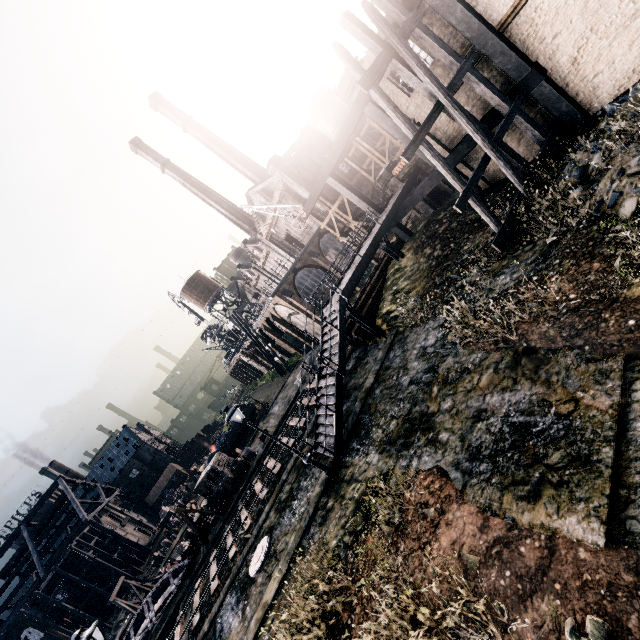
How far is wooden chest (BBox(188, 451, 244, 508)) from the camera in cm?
3130

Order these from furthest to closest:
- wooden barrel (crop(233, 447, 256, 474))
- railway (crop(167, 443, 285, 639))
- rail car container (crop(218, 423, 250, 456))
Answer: rail car container (crop(218, 423, 250, 456)), wooden barrel (crop(233, 447, 256, 474)), railway (crop(167, 443, 285, 639))

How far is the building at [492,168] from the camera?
17.9 meters

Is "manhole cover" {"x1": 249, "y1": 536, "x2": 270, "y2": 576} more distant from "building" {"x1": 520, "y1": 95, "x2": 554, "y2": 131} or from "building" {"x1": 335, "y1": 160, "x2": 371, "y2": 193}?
"building" {"x1": 520, "y1": 95, "x2": 554, "y2": 131}

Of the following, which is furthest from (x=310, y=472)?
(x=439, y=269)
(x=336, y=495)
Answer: (x=439, y=269)

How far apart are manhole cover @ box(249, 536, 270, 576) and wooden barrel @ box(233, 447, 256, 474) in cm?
Answer: 1574

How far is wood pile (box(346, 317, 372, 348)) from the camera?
21.22m

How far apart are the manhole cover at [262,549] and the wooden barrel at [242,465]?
15.7 meters
